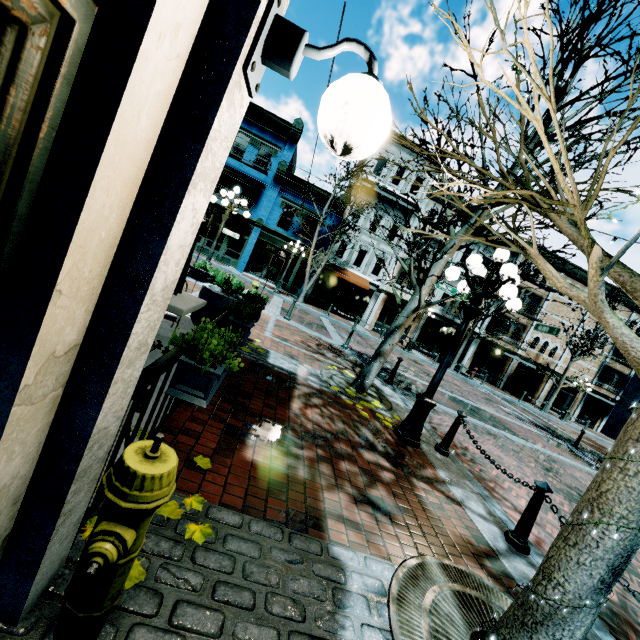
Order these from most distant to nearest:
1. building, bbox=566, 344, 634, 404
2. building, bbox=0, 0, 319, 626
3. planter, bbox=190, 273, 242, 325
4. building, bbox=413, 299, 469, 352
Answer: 1. building, bbox=566, 344, 634, 404
2. building, bbox=413, 299, 469, 352
3. planter, bbox=190, 273, 242, 325
4. building, bbox=0, 0, 319, 626

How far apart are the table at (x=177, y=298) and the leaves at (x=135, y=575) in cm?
→ 279

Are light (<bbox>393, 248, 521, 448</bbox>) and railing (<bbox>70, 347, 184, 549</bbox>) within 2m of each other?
no

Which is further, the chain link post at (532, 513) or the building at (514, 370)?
the building at (514, 370)

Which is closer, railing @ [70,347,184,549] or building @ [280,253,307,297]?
railing @ [70,347,184,549]

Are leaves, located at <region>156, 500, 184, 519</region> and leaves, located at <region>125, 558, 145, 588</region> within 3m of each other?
yes

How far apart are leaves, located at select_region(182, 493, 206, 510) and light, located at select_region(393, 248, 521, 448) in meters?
3.9 m

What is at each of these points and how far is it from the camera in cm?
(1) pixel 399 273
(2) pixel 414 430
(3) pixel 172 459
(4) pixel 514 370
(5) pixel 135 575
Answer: (1) building, 2566
(2) light, 558
(3) fire hydrant, 142
(4) building, 2822
(5) leaves, 177
